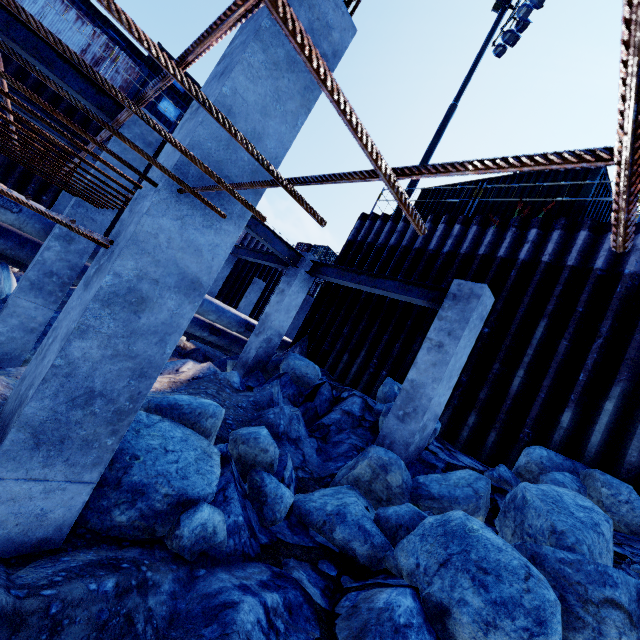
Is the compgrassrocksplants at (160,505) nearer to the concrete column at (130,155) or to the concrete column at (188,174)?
the concrete column at (188,174)

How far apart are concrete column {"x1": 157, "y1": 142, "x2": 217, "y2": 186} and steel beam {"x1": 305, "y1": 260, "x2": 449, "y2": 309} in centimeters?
449cm

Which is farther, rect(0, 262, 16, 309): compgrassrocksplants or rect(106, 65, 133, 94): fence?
rect(106, 65, 133, 94): fence

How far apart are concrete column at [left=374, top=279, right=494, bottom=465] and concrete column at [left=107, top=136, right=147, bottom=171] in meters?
6.2 m

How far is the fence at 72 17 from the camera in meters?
13.2 m

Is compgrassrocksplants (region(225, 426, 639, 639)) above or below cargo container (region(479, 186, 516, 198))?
below

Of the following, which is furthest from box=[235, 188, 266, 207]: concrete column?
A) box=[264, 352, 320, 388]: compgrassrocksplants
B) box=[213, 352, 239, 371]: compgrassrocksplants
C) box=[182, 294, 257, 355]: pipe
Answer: box=[213, 352, 239, 371]: compgrassrocksplants

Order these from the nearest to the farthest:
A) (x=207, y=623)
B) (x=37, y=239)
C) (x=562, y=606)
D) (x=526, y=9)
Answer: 1. (x=207, y=623)
2. (x=562, y=606)
3. (x=37, y=239)
4. (x=526, y=9)
